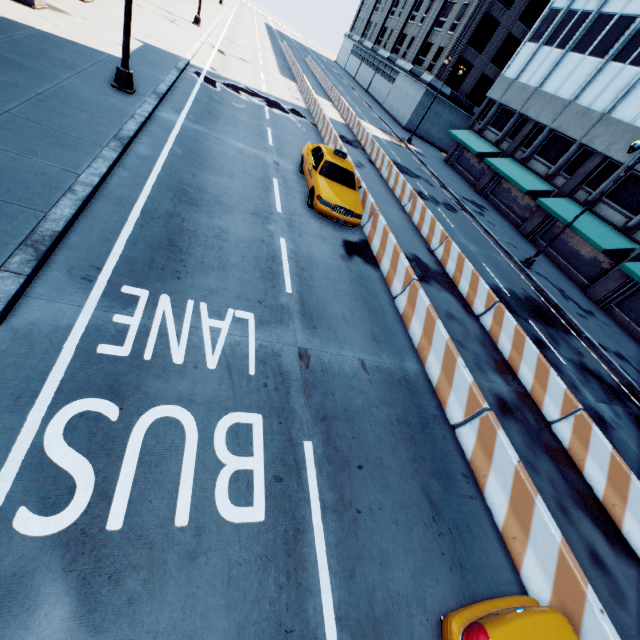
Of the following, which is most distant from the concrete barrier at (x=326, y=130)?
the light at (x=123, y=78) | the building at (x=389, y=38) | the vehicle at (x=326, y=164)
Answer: the building at (x=389, y=38)

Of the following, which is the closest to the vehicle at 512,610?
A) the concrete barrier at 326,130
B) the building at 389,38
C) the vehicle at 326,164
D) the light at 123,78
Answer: the concrete barrier at 326,130

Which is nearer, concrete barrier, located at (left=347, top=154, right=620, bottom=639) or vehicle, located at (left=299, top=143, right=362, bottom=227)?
concrete barrier, located at (left=347, top=154, right=620, bottom=639)

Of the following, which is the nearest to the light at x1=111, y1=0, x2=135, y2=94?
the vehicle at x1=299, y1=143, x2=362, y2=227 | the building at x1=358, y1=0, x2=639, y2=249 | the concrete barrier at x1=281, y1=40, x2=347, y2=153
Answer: the vehicle at x1=299, y1=143, x2=362, y2=227

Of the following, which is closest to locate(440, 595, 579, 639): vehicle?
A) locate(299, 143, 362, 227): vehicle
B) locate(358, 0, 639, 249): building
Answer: locate(299, 143, 362, 227): vehicle

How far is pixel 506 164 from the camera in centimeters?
2836cm

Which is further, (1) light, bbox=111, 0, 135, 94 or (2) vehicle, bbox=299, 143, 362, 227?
(2) vehicle, bbox=299, 143, 362, 227
